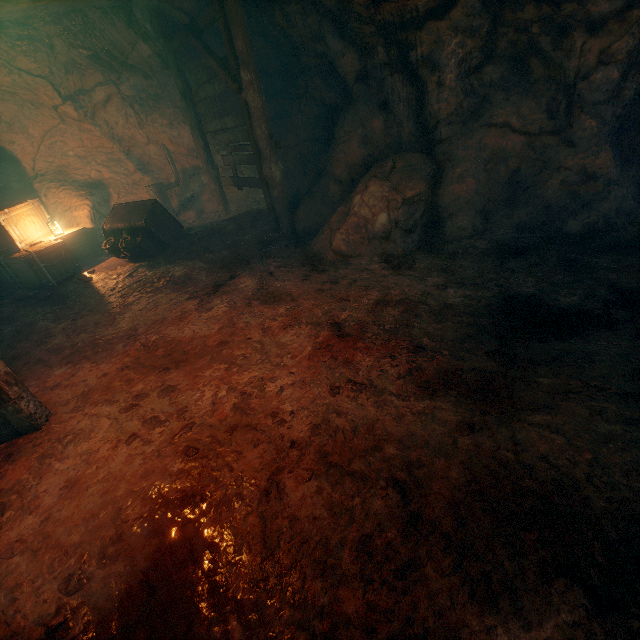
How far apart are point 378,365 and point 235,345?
1.90m

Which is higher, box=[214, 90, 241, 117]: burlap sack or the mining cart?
box=[214, 90, 241, 117]: burlap sack

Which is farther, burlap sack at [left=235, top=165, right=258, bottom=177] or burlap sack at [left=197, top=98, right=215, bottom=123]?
burlap sack at [left=235, top=165, right=258, bottom=177]

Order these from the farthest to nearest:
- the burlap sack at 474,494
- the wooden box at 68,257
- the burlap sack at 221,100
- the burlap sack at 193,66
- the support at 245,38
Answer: the burlap sack at 221,100 < the burlap sack at 193,66 < the wooden box at 68,257 < the support at 245,38 < the burlap sack at 474,494

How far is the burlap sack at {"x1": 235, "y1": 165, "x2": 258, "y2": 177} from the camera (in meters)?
9.98

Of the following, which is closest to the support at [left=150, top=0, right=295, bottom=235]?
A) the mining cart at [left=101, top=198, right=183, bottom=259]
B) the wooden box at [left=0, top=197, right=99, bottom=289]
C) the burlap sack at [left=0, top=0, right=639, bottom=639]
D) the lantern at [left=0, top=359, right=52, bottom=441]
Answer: the burlap sack at [left=0, top=0, right=639, bottom=639]

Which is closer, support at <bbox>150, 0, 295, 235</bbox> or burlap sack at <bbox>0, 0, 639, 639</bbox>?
burlap sack at <bbox>0, 0, 639, 639</bbox>

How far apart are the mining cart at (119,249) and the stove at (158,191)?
1.7m
